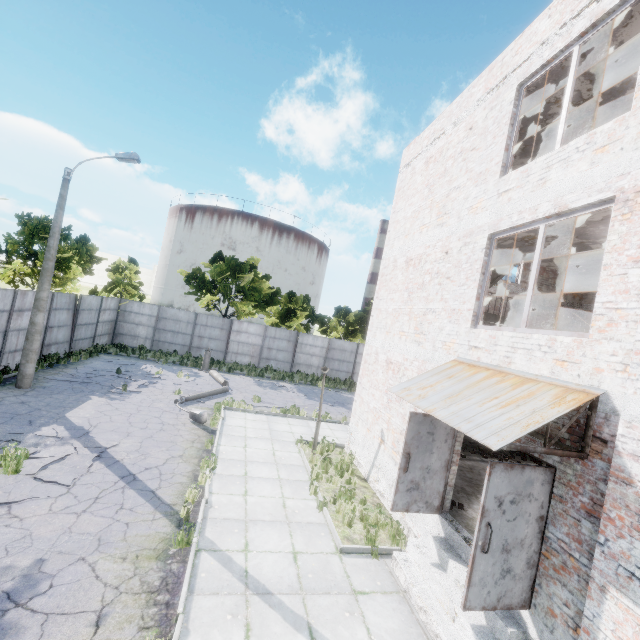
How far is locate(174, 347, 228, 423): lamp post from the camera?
12.5 meters

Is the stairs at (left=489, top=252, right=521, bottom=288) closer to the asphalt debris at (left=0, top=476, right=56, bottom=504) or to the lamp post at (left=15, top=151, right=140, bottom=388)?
the asphalt debris at (left=0, top=476, right=56, bottom=504)

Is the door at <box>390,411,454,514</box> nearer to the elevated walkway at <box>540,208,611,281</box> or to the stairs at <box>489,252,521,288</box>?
the stairs at <box>489,252,521,288</box>

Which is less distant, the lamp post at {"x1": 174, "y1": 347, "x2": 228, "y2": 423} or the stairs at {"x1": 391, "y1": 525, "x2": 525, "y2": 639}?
the stairs at {"x1": 391, "y1": 525, "x2": 525, "y2": 639}

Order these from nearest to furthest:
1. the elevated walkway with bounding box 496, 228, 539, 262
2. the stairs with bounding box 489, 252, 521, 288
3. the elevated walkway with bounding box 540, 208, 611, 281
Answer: the elevated walkway with bounding box 540, 208, 611, 281
the elevated walkway with bounding box 496, 228, 539, 262
the stairs with bounding box 489, 252, 521, 288

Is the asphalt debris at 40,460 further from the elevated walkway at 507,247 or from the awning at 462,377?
the elevated walkway at 507,247

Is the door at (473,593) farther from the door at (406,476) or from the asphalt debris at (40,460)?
the asphalt debris at (40,460)

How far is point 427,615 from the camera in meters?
5.6
